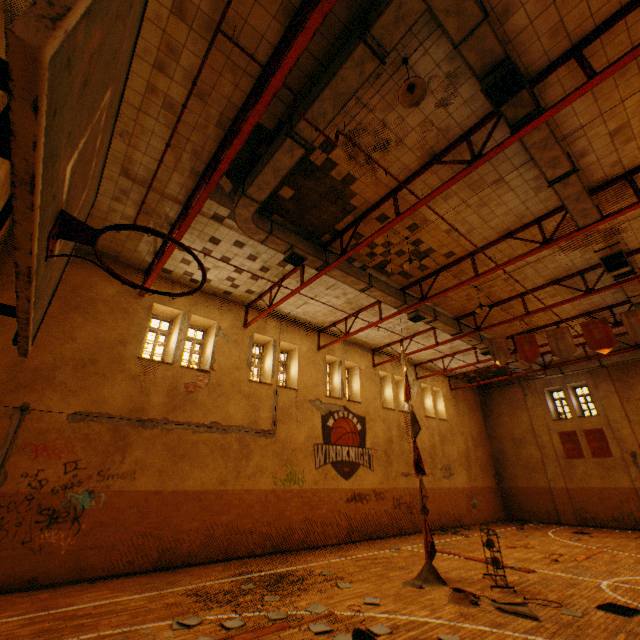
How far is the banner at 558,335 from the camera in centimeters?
1112cm

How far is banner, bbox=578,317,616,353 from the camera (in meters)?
10.34

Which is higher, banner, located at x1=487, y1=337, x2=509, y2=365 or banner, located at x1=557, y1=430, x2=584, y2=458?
banner, located at x1=487, y1=337, x2=509, y2=365

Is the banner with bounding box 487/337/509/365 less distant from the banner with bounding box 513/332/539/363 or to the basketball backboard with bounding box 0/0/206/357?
the banner with bounding box 513/332/539/363

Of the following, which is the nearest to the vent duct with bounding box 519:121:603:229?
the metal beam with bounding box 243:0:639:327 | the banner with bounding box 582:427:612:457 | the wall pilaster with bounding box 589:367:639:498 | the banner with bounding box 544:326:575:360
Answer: the metal beam with bounding box 243:0:639:327

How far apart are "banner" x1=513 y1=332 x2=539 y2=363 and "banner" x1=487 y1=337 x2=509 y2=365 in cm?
28

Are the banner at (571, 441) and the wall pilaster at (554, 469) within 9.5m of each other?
yes

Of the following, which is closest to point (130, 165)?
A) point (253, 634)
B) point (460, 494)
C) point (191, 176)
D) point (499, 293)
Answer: point (191, 176)
